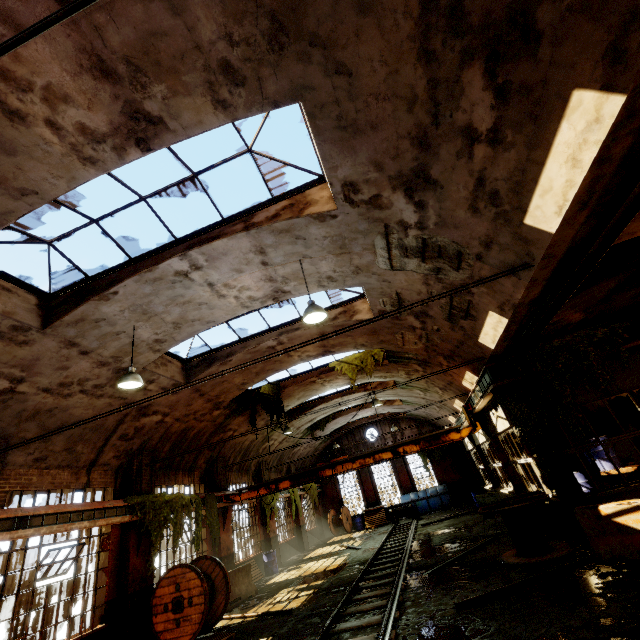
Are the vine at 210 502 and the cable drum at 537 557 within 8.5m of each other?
no

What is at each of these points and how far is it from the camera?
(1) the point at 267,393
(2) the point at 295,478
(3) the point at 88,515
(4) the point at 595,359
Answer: (1) vine, 15.8m
(2) overhead crane, 14.4m
(3) beam, 8.9m
(4) vine, 8.8m

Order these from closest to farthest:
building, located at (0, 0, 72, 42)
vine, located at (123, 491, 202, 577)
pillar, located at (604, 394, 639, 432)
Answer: building, located at (0, 0, 72, 42), vine, located at (123, 491, 202, 577), pillar, located at (604, 394, 639, 432)

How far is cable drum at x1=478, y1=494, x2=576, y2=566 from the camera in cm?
784

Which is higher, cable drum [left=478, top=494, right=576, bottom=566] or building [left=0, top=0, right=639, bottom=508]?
building [left=0, top=0, right=639, bottom=508]

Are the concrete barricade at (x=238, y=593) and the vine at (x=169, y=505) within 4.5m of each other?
yes

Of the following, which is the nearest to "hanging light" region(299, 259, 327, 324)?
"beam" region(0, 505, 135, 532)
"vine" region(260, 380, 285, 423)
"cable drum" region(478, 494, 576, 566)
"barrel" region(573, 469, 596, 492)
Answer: "cable drum" region(478, 494, 576, 566)

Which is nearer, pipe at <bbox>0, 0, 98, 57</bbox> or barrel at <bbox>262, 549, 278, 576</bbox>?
pipe at <bbox>0, 0, 98, 57</bbox>
